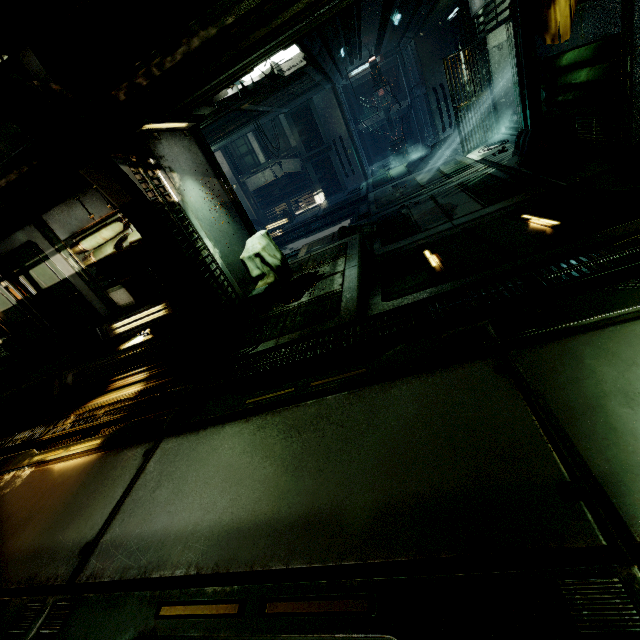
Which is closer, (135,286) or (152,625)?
(152,625)

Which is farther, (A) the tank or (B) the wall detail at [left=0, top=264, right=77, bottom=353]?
(A) the tank

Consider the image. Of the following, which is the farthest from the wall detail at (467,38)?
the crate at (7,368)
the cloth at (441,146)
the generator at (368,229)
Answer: the crate at (7,368)

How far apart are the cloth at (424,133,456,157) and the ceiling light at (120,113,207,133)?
11.0m

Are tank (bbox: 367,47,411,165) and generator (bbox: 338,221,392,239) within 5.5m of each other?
no

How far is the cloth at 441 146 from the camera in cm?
1360

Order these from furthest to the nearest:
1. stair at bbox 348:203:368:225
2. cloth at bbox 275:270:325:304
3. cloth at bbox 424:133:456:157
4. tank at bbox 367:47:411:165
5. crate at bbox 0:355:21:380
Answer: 1. tank at bbox 367:47:411:165
2. cloth at bbox 424:133:456:157
3. stair at bbox 348:203:368:225
4. crate at bbox 0:355:21:380
5. cloth at bbox 275:270:325:304

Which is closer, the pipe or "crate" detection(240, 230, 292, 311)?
the pipe
